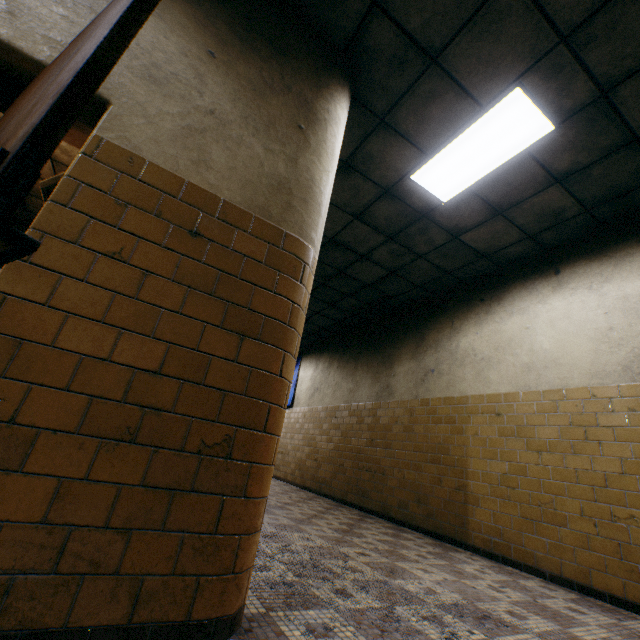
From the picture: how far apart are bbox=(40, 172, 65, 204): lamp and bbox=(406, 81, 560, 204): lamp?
3.3m

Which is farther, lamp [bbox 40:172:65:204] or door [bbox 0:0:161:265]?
lamp [bbox 40:172:65:204]

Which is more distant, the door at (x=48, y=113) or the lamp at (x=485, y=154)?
the lamp at (x=485, y=154)

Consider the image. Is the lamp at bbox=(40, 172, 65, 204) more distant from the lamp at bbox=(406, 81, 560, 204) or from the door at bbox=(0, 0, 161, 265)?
the lamp at bbox=(406, 81, 560, 204)

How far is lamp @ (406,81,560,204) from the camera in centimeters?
297cm

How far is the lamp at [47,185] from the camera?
3.28m

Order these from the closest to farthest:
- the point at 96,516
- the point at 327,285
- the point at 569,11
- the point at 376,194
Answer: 1. the point at 96,516
2. the point at 569,11
3. the point at 376,194
4. the point at 327,285
